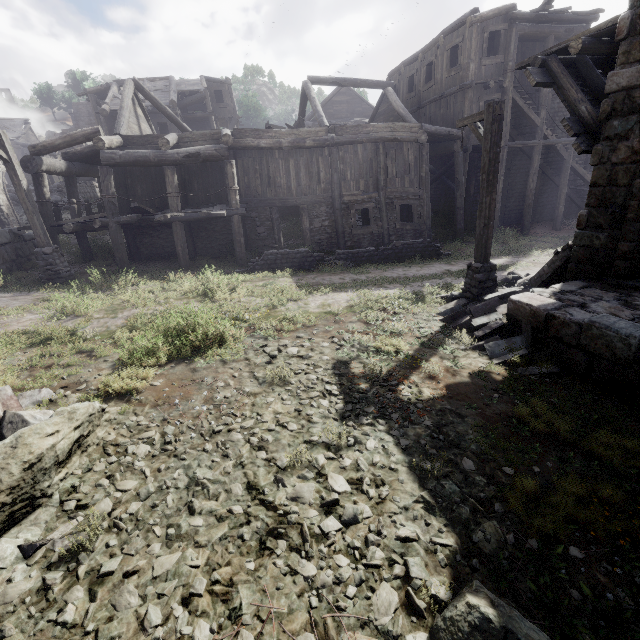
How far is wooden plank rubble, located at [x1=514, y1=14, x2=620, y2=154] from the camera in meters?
6.7

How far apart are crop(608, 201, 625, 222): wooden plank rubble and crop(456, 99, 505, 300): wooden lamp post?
2.1m

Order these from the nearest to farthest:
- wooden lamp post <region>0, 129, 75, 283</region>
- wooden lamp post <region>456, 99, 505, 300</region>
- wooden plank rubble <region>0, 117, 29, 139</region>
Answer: wooden lamp post <region>456, 99, 505, 300</region> < wooden lamp post <region>0, 129, 75, 283</region> < wooden plank rubble <region>0, 117, 29, 139</region>

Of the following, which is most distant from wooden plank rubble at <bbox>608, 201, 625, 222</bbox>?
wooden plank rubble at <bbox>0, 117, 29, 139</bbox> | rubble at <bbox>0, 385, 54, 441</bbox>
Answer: wooden plank rubble at <bbox>0, 117, 29, 139</bbox>

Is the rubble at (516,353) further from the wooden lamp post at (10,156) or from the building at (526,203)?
the wooden lamp post at (10,156)

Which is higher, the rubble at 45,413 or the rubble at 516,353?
the rubble at 45,413

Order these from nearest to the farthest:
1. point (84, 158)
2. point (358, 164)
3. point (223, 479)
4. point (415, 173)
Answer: point (223, 479), point (84, 158), point (358, 164), point (415, 173)

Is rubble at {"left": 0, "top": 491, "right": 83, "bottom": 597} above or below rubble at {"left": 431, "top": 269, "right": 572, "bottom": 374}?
above
